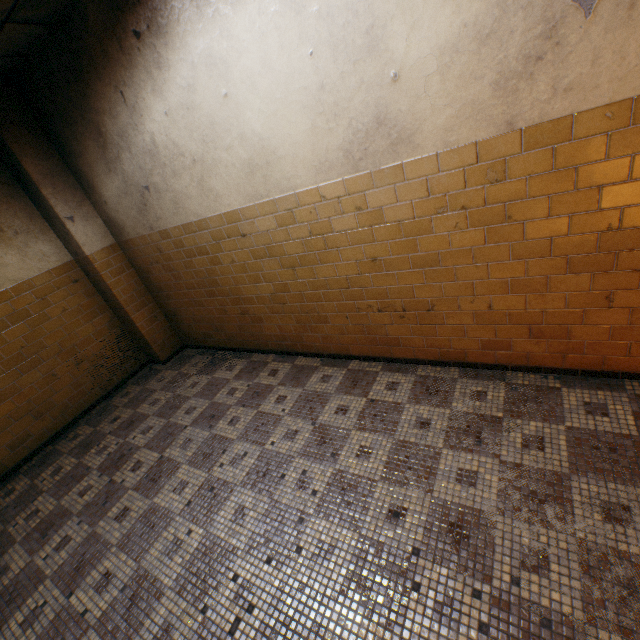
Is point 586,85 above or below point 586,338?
above
